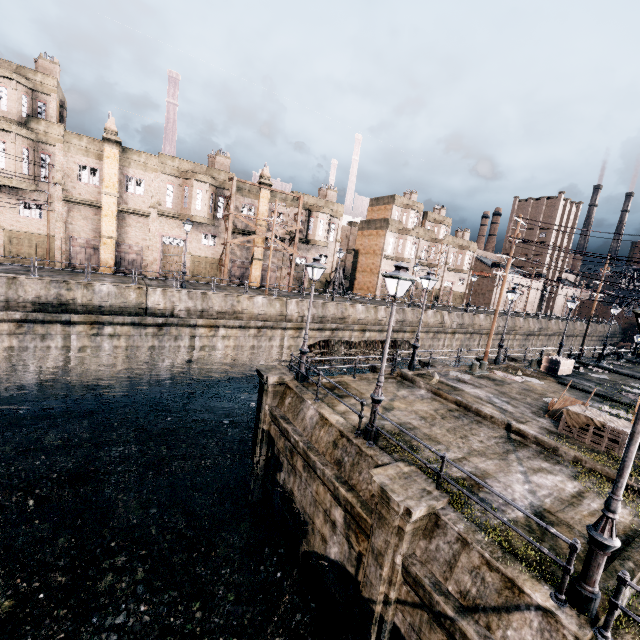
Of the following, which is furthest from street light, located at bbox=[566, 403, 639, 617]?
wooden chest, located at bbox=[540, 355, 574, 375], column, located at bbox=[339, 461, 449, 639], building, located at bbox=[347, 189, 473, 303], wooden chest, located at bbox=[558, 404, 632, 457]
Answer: building, located at bbox=[347, 189, 473, 303]

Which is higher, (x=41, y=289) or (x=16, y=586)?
(x=41, y=289)

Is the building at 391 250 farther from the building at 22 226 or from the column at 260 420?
the column at 260 420

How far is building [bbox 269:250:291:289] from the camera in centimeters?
4128cm

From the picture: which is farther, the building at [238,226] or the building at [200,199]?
the building at [238,226]

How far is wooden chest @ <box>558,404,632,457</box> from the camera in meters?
12.1 m

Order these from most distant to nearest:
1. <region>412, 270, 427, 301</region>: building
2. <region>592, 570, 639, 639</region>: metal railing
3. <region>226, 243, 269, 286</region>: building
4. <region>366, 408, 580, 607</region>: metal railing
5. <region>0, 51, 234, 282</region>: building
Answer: <region>412, 270, 427, 301</region>: building → <region>226, 243, 269, 286</region>: building → <region>0, 51, 234, 282</region>: building → <region>366, 408, 580, 607</region>: metal railing → <region>592, 570, 639, 639</region>: metal railing
